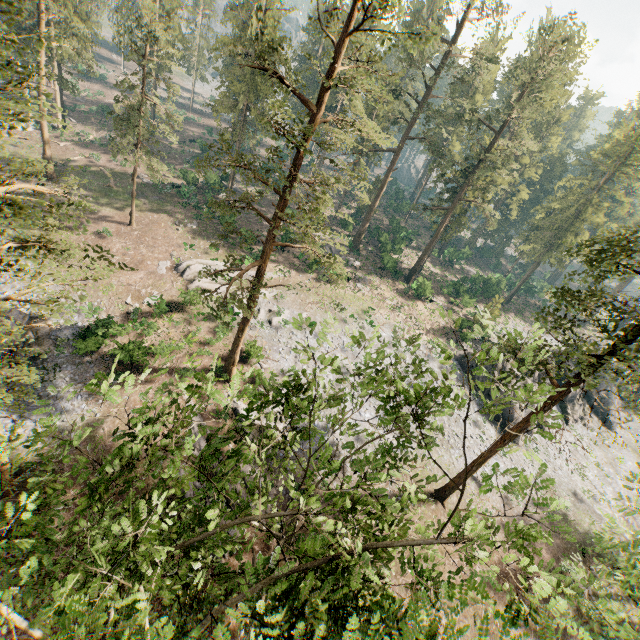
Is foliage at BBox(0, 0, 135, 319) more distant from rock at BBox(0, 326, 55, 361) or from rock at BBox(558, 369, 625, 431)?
rock at BBox(0, 326, 55, 361)

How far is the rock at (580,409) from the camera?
38.1 meters

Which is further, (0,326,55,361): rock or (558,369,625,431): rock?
(558,369,625,431): rock

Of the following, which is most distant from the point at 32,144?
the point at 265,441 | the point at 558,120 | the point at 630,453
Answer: the point at 630,453

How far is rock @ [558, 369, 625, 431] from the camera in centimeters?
3812cm

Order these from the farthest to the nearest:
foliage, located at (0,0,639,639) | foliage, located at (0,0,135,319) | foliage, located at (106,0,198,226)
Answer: foliage, located at (106,0,198,226) → foliage, located at (0,0,135,319) → foliage, located at (0,0,639,639)

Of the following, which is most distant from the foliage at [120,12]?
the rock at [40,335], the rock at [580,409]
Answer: the rock at [40,335]
